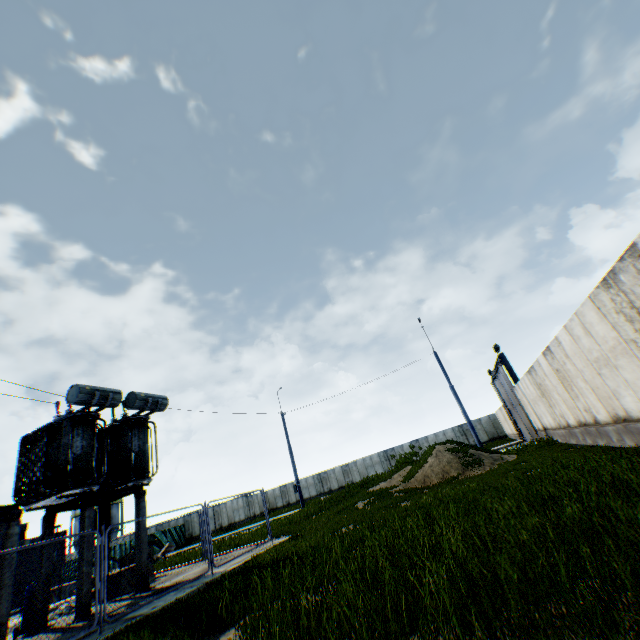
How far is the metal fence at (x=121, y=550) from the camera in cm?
871

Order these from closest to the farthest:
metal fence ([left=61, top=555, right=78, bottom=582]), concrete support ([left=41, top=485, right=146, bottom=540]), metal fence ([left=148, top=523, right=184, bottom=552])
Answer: metal fence ([left=61, top=555, right=78, bottom=582]) → concrete support ([left=41, top=485, right=146, bottom=540]) → metal fence ([left=148, top=523, right=184, bottom=552])

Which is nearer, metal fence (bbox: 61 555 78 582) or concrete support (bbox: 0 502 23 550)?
metal fence (bbox: 61 555 78 582)

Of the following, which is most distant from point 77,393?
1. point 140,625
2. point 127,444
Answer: point 140,625

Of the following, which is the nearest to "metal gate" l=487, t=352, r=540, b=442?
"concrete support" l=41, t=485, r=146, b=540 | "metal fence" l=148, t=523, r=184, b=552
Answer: "metal fence" l=148, t=523, r=184, b=552

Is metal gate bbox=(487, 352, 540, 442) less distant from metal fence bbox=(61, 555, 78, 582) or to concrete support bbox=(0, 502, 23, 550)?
metal fence bbox=(61, 555, 78, 582)

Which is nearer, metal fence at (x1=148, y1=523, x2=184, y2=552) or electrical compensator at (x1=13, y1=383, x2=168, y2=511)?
electrical compensator at (x1=13, y1=383, x2=168, y2=511)
